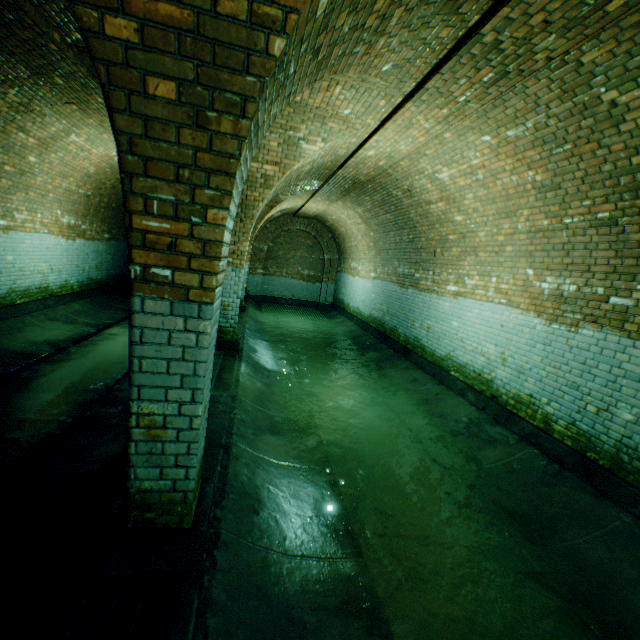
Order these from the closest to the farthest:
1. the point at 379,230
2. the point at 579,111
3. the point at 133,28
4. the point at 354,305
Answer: the point at 133,28
the point at 579,111
the point at 379,230
the point at 354,305

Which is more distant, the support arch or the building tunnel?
the building tunnel

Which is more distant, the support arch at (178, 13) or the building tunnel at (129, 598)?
the building tunnel at (129, 598)
